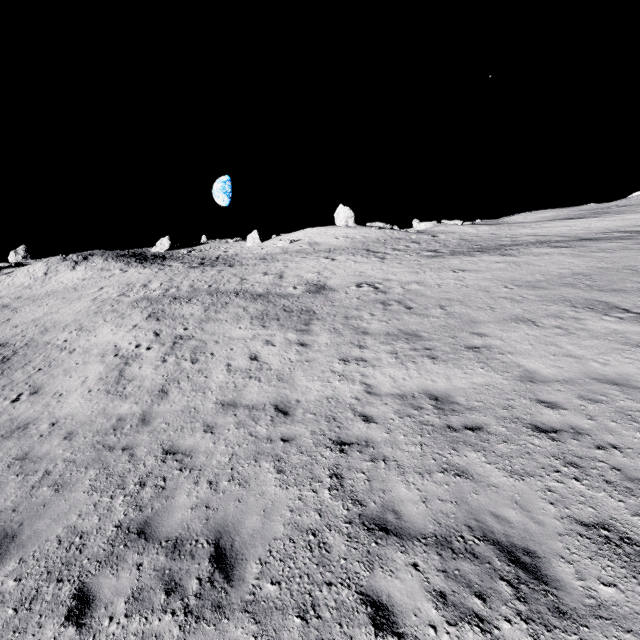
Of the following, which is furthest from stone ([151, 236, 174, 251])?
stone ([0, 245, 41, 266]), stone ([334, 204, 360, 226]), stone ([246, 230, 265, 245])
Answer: stone ([334, 204, 360, 226])

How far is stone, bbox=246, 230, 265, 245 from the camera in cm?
5150

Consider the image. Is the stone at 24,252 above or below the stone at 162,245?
above

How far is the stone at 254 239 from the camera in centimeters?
5150cm

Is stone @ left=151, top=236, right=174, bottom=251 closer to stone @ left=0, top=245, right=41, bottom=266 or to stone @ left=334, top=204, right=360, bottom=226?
stone @ left=0, top=245, right=41, bottom=266

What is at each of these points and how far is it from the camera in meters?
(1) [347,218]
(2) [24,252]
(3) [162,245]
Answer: (1) stone, 44.2 m
(2) stone, 45.7 m
(3) stone, 52.7 m

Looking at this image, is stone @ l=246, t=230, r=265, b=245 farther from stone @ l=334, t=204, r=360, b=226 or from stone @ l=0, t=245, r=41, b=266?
stone @ l=0, t=245, r=41, b=266
